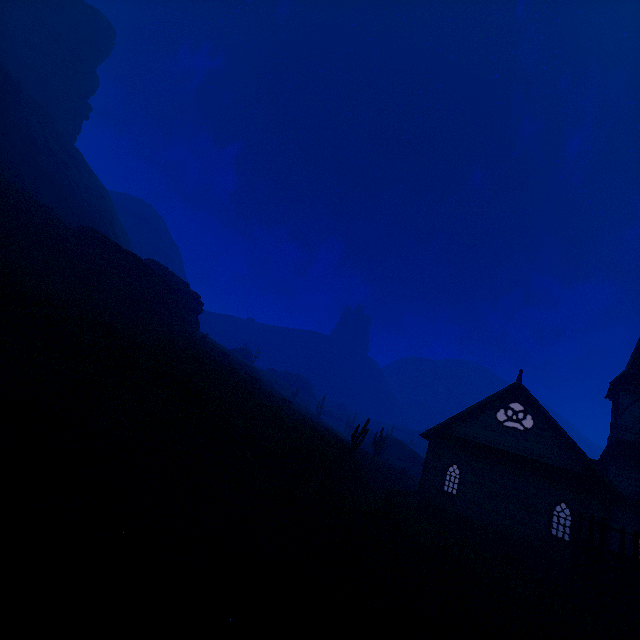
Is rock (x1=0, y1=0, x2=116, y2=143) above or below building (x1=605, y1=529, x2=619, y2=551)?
above

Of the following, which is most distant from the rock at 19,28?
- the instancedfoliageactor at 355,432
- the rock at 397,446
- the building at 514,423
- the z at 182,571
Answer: the rock at 397,446

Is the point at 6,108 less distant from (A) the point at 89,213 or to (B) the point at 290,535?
(A) the point at 89,213

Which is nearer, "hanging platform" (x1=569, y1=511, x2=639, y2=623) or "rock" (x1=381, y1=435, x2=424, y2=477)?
"hanging platform" (x1=569, y1=511, x2=639, y2=623)

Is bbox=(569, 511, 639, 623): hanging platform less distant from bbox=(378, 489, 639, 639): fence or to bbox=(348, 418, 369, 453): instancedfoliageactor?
bbox=(378, 489, 639, 639): fence

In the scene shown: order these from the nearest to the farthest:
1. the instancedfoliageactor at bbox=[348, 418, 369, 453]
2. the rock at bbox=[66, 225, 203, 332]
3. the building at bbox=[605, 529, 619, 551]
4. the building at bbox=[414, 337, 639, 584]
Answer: the building at bbox=[605, 529, 619, 551]
the building at bbox=[414, 337, 639, 584]
the instancedfoliageactor at bbox=[348, 418, 369, 453]
the rock at bbox=[66, 225, 203, 332]

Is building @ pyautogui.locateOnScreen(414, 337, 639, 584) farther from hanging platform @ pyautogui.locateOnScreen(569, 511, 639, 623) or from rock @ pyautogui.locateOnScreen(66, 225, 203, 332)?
rock @ pyautogui.locateOnScreen(66, 225, 203, 332)

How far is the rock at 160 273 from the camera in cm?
3103
